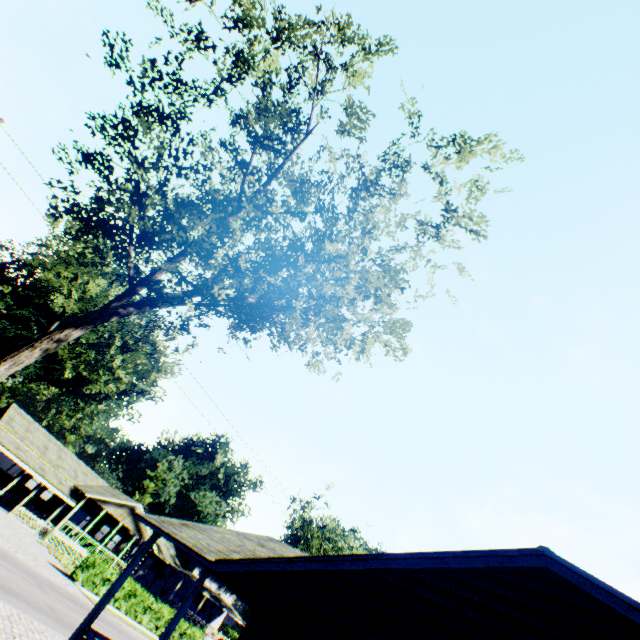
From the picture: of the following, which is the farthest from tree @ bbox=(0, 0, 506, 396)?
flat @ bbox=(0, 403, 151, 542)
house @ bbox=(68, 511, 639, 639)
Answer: flat @ bbox=(0, 403, 151, 542)

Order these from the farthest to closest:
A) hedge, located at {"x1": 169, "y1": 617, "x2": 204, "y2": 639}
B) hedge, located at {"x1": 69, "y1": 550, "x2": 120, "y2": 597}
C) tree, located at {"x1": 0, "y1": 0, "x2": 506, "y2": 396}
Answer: hedge, located at {"x1": 169, "y1": 617, "x2": 204, "y2": 639}
hedge, located at {"x1": 69, "y1": 550, "x2": 120, "y2": 597}
tree, located at {"x1": 0, "y1": 0, "x2": 506, "y2": 396}

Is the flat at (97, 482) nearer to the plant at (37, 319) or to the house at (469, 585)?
the plant at (37, 319)

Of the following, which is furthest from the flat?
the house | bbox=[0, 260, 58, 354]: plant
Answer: the house

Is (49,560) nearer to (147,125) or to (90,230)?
(90,230)

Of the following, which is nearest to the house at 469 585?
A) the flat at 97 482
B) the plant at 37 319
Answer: the flat at 97 482

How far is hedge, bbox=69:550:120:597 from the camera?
24.5 meters

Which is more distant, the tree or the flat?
the flat
